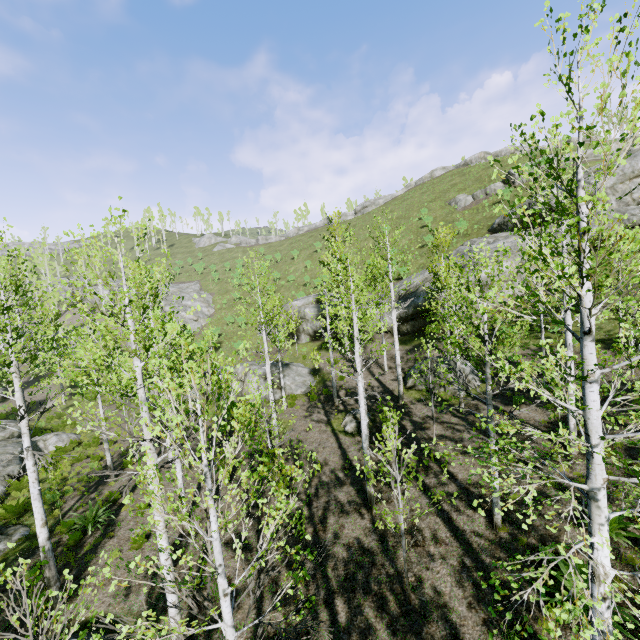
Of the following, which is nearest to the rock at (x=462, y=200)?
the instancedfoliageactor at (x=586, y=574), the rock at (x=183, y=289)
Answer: the instancedfoliageactor at (x=586, y=574)

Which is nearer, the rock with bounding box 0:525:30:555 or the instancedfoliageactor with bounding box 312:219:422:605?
the instancedfoliageactor with bounding box 312:219:422:605

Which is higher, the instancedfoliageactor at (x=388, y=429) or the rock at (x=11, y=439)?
the instancedfoliageactor at (x=388, y=429)

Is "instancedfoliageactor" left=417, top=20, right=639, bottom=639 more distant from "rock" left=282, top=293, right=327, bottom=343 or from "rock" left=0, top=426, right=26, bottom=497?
"rock" left=282, top=293, right=327, bottom=343

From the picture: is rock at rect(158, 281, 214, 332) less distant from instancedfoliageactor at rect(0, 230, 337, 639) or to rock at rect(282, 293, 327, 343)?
instancedfoliageactor at rect(0, 230, 337, 639)

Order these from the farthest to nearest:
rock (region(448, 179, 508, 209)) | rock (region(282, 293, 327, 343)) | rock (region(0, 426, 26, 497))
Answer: rock (region(448, 179, 508, 209)) → rock (region(282, 293, 327, 343)) → rock (region(0, 426, 26, 497))

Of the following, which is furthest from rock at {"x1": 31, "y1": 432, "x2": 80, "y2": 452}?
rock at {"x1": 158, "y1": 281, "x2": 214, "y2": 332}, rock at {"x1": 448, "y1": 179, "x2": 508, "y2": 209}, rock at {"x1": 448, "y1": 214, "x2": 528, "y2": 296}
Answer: rock at {"x1": 448, "y1": 179, "x2": 508, "y2": 209}

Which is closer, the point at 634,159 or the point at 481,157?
the point at 634,159
